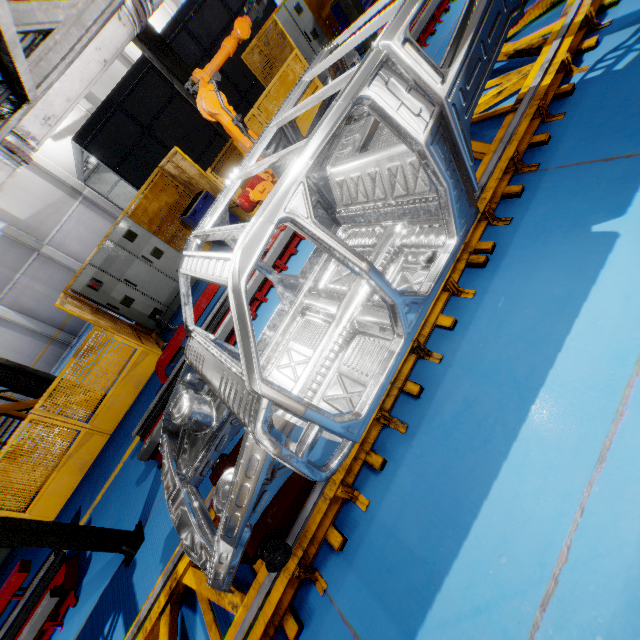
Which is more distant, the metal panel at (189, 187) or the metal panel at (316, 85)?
the metal panel at (316, 85)

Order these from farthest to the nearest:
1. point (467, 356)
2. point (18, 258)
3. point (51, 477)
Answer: point (18, 258) → point (51, 477) → point (467, 356)

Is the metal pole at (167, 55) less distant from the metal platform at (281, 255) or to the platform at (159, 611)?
the metal platform at (281, 255)

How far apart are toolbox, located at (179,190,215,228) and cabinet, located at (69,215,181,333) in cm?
73

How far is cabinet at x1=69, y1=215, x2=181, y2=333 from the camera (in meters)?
7.48

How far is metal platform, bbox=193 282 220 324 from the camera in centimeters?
564cm

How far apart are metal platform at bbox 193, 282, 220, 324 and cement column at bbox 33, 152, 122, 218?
17.9m
